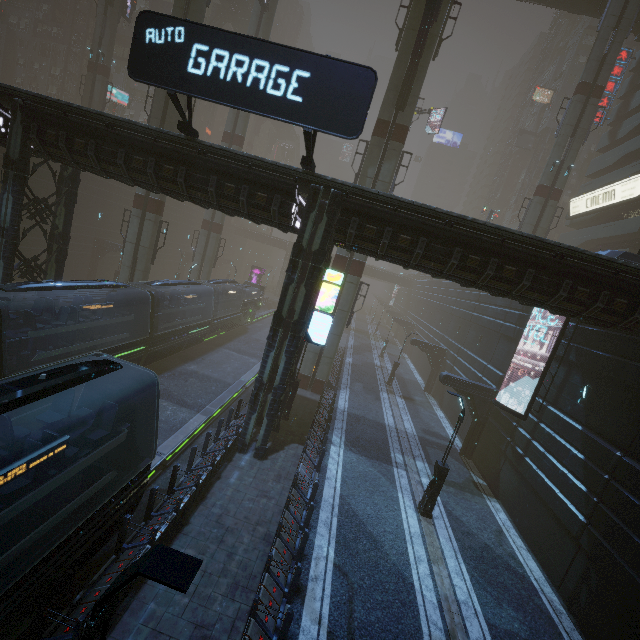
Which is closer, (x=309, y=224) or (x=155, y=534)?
(x=155, y=534)

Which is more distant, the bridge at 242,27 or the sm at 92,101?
the bridge at 242,27

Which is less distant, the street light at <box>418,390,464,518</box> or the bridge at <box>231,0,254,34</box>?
the street light at <box>418,390,464,518</box>

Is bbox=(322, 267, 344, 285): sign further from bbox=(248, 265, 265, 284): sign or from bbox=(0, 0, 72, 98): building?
bbox=(248, 265, 265, 284): sign

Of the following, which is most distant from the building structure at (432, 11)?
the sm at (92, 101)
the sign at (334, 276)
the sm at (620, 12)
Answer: the sm at (620, 12)

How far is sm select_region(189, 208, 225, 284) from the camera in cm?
3381

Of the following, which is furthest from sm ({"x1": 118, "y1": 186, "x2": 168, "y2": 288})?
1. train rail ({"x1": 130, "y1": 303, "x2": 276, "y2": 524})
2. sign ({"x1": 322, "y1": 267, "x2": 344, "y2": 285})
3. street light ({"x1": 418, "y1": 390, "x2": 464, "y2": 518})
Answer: street light ({"x1": 418, "y1": 390, "x2": 464, "y2": 518})

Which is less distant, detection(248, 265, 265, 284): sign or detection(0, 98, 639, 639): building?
detection(0, 98, 639, 639): building
